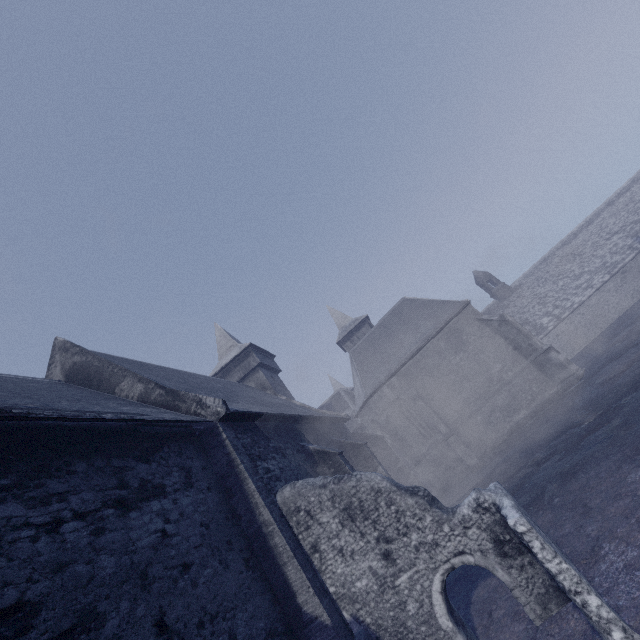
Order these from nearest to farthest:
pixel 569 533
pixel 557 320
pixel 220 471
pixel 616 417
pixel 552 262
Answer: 1. pixel 569 533
2. pixel 220 471
3. pixel 616 417
4. pixel 557 320
5. pixel 552 262
